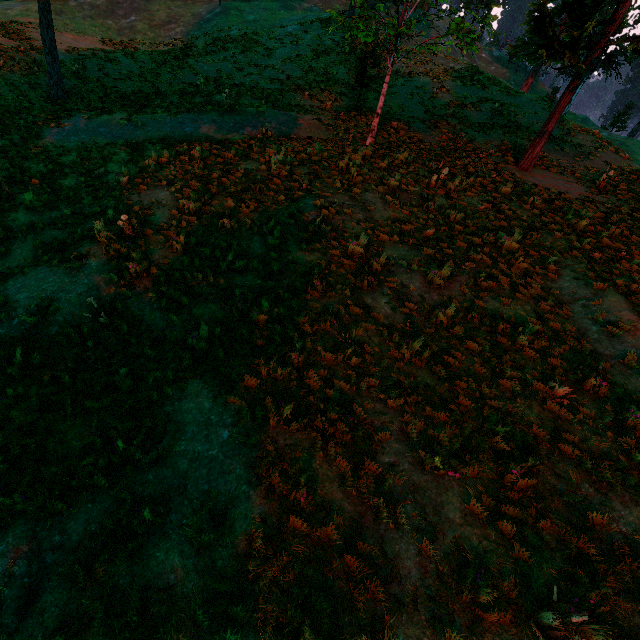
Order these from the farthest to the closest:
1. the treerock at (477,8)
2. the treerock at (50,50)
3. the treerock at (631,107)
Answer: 1. the treerock at (631,107)
2. the treerock at (50,50)
3. the treerock at (477,8)

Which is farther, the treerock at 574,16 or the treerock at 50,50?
the treerock at 50,50

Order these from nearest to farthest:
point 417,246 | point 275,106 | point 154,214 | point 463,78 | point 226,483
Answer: point 226,483, point 417,246, point 154,214, point 275,106, point 463,78

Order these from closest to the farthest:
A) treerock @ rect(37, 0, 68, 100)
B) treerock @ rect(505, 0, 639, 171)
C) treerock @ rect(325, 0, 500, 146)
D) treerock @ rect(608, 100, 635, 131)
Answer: treerock @ rect(505, 0, 639, 171)
treerock @ rect(325, 0, 500, 146)
treerock @ rect(37, 0, 68, 100)
treerock @ rect(608, 100, 635, 131)

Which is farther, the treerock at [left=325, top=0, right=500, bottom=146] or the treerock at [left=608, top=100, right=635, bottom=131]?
the treerock at [left=608, top=100, right=635, bottom=131]

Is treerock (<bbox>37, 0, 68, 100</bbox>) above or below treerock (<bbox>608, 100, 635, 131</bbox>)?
below
